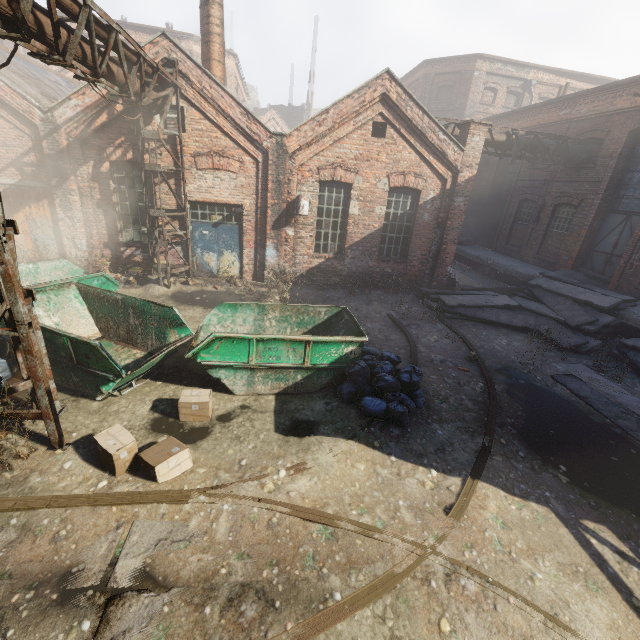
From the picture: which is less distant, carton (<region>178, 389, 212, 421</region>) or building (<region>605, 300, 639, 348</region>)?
carton (<region>178, 389, 212, 421</region>)

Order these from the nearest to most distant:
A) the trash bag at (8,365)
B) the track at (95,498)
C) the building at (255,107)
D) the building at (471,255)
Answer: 1. the track at (95,498)
2. the trash bag at (8,365)
3. the building at (471,255)
4. the building at (255,107)

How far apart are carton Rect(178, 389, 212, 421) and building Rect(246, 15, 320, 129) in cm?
4052

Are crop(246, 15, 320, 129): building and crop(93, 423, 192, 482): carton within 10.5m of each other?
no

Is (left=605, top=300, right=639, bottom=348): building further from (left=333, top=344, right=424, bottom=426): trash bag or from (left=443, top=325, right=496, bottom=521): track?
(left=333, top=344, right=424, bottom=426): trash bag

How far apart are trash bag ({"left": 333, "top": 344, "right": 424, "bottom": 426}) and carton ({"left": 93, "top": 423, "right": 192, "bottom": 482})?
2.99m

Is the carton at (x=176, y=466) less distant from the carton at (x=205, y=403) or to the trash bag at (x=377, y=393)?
the carton at (x=205, y=403)

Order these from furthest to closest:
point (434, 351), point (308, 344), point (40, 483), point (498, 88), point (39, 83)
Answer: point (498, 88), point (39, 83), point (434, 351), point (308, 344), point (40, 483)
